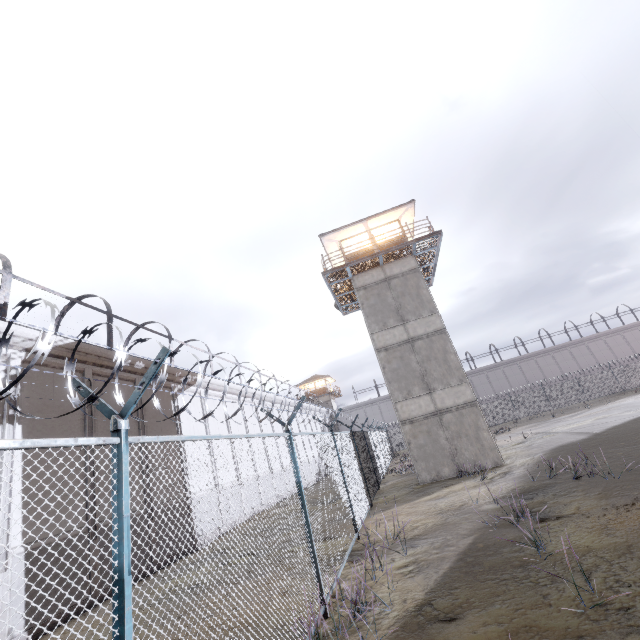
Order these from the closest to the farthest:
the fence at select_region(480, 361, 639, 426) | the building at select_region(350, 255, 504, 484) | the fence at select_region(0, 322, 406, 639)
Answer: the fence at select_region(0, 322, 406, 639) < the building at select_region(350, 255, 504, 484) < the fence at select_region(480, 361, 639, 426)

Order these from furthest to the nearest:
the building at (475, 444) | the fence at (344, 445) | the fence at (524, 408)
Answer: the fence at (524, 408) → the building at (475, 444) → the fence at (344, 445)

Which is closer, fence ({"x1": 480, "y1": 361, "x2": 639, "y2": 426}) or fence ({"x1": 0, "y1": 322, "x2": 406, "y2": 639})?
fence ({"x1": 0, "y1": 322, "x2": 406, "y2": 639})

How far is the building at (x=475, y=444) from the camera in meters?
15.5 m

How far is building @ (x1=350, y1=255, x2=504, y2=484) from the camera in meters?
15.5

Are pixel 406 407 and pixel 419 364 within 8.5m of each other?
yes

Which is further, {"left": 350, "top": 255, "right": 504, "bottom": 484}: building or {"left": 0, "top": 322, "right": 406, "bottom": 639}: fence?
{"left": 350, "top": 255, "right": 504, "bottom": 484}: building
